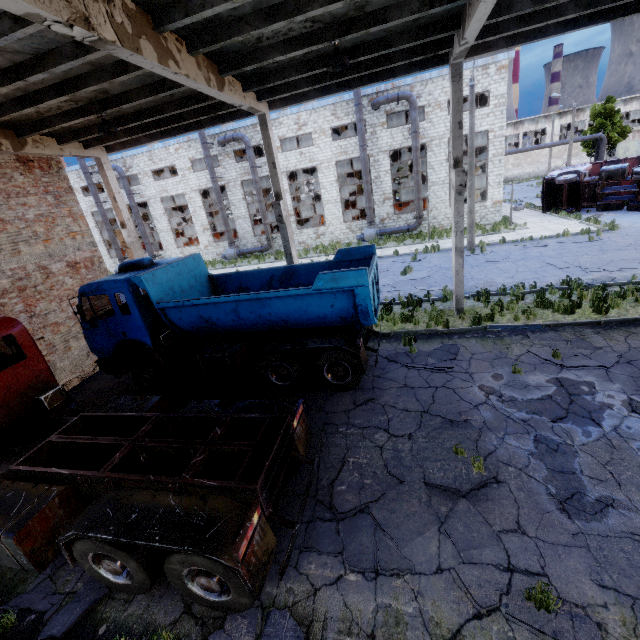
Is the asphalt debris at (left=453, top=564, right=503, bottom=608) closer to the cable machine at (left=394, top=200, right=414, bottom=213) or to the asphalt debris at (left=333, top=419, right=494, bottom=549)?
the asphalt debris at (left=333, top=419, right=494, bottom=549)

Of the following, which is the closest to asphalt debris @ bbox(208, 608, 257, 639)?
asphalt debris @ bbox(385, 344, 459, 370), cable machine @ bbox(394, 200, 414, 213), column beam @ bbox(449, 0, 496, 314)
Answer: column beam @ bbox(449, 0, 496, 314)

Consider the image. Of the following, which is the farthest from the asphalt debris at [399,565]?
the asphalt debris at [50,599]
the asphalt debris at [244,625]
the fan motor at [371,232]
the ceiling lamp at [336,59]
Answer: the fan motor at [371,232]

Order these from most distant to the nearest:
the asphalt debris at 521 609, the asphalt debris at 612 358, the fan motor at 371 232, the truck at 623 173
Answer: the fan motor at 371 232 → the truck at 623 173 → the asphalt debris at 612 358 → the asphalt debris at 521 609

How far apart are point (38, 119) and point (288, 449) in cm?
1183

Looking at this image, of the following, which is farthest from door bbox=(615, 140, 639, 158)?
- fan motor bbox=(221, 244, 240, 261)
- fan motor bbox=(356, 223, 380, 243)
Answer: fan motor bbox=(221, 244, 240, 261)

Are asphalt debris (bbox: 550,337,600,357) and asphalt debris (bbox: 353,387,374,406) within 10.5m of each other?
yes

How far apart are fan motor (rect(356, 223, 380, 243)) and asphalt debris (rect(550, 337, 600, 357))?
19.7 meters
